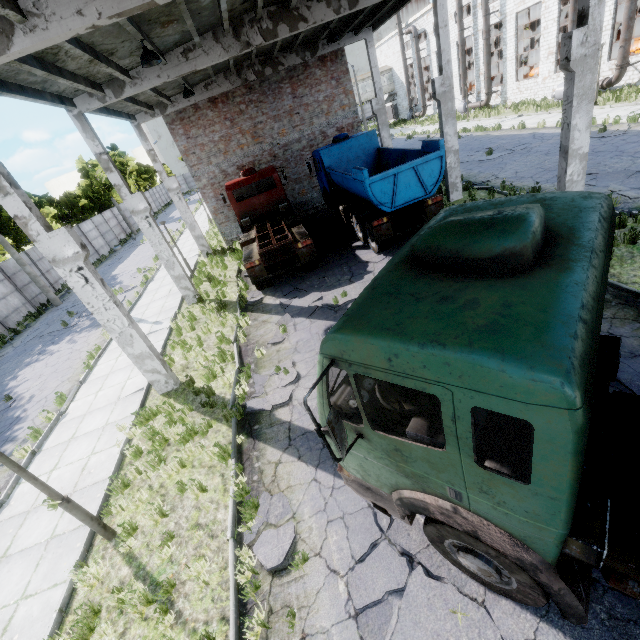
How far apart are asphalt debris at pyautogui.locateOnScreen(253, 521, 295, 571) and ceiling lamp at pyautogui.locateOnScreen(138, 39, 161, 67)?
10.3m

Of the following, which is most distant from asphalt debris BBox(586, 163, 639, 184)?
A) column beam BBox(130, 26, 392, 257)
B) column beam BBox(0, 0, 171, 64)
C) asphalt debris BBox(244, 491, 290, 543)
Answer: asphalt debris BBox(244, 491, 290, 543)

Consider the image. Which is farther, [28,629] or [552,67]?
[552,67]

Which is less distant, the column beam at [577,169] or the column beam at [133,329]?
the column beam at [133,329]

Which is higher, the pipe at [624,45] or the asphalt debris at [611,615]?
the pipe at [624,45]

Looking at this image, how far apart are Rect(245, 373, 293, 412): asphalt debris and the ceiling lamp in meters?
8.3

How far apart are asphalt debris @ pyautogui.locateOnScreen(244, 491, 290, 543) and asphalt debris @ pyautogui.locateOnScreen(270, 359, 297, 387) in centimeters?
194cm
